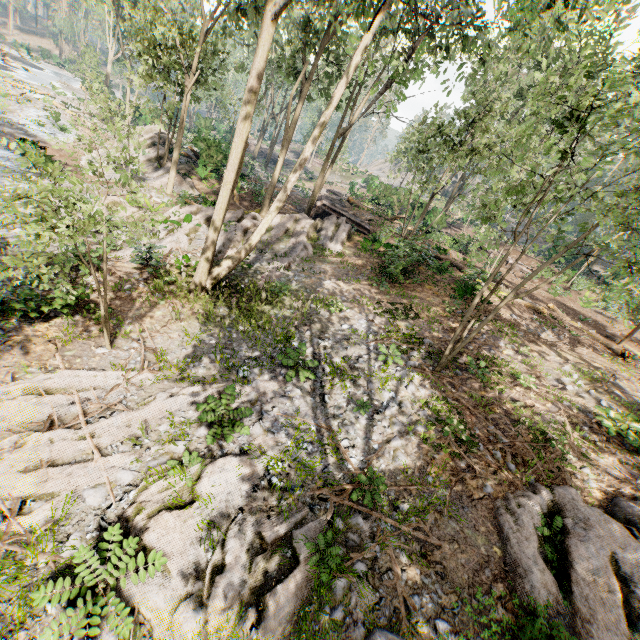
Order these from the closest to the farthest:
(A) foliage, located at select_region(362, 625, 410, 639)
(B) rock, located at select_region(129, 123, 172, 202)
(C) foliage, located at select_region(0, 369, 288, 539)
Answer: (A) foliage, located at select_region(362, 625, 410, 639) < (C) foliage, located at select_region(0, 369, 288, 539) < (B) rock, located at select_region(129, 123, 172, 202)

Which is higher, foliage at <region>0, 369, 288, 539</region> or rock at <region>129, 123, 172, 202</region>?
rock at <region>129, 123, 172, 202</region>

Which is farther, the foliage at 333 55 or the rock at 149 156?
the rock at 149 156

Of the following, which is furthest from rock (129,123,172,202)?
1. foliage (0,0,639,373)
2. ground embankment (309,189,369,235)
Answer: ground embankment (309,189,369,235)

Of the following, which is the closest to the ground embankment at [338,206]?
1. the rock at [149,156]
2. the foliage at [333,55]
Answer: the foliage at [333,55]

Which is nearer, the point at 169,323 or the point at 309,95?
the point at 169,323

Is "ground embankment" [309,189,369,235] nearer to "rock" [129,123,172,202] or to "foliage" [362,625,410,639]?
"foliage" [362,625,410,639]
